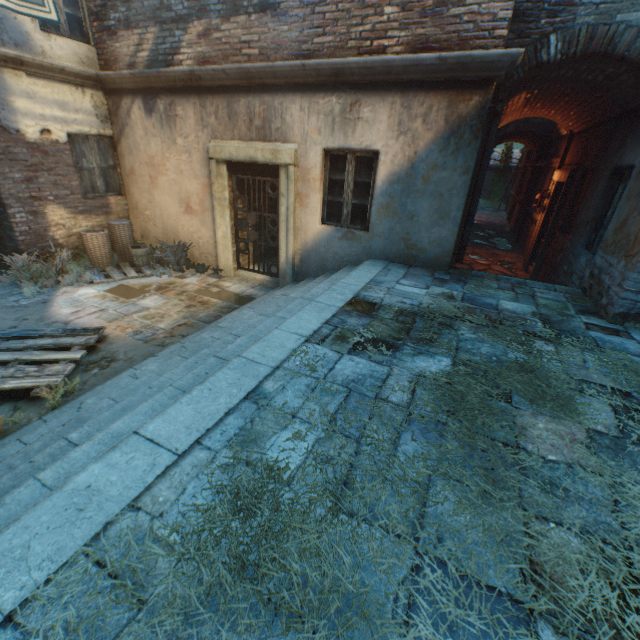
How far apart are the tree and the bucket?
27.1 meters

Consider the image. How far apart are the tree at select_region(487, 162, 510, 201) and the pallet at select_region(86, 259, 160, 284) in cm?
2688

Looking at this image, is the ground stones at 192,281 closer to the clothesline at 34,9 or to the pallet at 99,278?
the pallet at 99,278

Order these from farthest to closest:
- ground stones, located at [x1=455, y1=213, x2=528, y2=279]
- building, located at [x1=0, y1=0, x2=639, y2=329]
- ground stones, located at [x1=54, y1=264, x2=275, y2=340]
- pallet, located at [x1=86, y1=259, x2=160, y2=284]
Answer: ground stones, located at [x1=455, y1=213, x2=528, y2=279] < pallet, located at [x1=86, y1=259, x2=160, y2=284] < ground stones, located at [x1=54, y1=264, x2=275, y2=340] < building, located at [x1=0, y1=0, x2=639, y2=329]

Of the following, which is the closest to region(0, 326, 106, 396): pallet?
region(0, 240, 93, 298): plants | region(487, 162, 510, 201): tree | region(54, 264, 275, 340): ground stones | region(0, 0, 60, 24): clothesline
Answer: → region(54, 264, 275, 340): ground stones

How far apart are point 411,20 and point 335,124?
1.6 meters

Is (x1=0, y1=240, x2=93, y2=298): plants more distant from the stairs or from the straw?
the straw

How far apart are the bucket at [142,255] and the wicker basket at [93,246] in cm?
38
